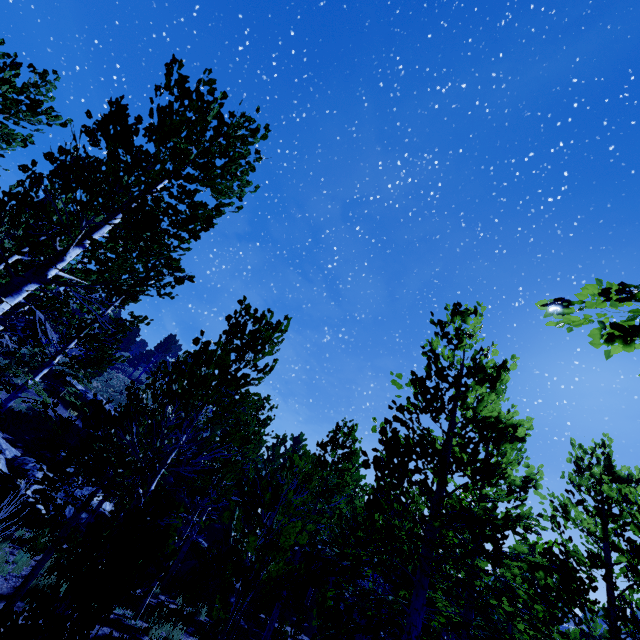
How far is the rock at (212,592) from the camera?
16.7 meters

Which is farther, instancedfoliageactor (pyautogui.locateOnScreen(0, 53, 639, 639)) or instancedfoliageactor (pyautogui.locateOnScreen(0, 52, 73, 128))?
instancedfoliageactor (pyautogui.locateOnScreen(0, 52, 73, 128))

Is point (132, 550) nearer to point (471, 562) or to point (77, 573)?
point (77, 573)

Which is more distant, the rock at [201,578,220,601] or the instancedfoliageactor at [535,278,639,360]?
the rock at [201,578,220,601]

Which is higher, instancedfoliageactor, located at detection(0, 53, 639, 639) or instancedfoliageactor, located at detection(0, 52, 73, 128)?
instancedfoliageactor, located at detection(0, 52, 73, 128)

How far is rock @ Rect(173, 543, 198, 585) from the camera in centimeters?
1685cm
